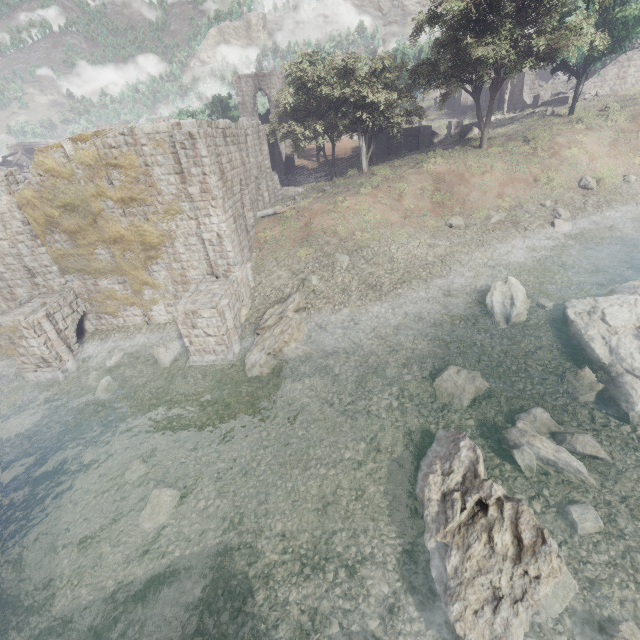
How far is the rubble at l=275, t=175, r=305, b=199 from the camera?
30.6 meters

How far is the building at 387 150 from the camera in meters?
34.0

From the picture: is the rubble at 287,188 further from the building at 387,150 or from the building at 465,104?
the building at 465,104

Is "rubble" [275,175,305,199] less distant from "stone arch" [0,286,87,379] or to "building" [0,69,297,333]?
"building" [0,69,297,333]

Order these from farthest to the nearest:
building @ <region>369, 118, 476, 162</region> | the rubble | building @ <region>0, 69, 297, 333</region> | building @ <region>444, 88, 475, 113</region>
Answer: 1. building @ <region>444, 88, 475, 113</region>
2. building @ <region>369, 118, 476, 162</region>
3. the rubble
4. building @ <region>0, 69, 297, 333</region>

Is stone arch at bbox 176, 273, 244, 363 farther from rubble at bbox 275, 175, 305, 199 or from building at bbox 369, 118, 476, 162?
rubble at bbox 275, 175, 305, 199

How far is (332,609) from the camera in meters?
7.6
